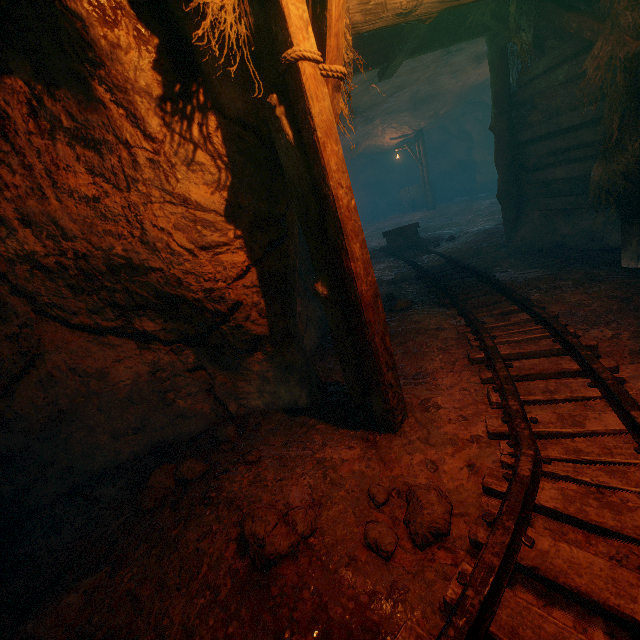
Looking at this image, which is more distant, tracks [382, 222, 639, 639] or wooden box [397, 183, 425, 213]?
wooden box [397, 183, 425, 213]

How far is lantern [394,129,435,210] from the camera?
19.3m

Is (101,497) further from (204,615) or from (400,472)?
(400,472)

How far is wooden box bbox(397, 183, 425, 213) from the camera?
23.17m

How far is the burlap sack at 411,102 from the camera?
8.7 meters

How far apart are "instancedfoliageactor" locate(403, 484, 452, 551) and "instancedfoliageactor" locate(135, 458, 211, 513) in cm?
159

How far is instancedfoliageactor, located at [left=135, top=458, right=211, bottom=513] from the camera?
2.8m

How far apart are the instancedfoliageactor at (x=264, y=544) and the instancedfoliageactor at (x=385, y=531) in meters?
0.4
